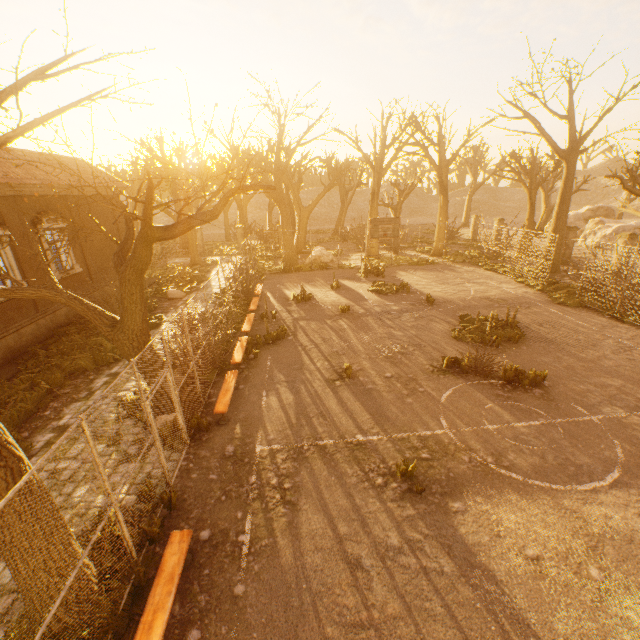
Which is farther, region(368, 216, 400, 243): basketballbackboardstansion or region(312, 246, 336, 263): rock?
region(312, 246, 336, 263): rock

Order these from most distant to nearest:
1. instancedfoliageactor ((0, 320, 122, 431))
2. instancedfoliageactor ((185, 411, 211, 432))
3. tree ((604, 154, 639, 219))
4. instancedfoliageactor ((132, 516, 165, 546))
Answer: tree ((604, 154, 639, 219))
instancedfoliageactor ((0, 320, 122, 431))
instancedfoliageactor ((185, 411, 211, 432))
instancedfoliageactor ((132, 516, 165, 546))

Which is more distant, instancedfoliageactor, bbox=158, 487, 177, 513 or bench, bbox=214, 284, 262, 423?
bench, bbox=214, 284, 262, 423

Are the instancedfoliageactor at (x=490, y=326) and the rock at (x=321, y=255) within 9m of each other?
no

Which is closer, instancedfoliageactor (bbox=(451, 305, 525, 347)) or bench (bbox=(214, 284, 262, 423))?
bench (bbox=(214, 284, 262, 423))

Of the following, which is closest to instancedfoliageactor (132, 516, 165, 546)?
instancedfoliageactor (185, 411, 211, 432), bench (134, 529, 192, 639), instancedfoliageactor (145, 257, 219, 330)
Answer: bench (134, 529, 192, 639)

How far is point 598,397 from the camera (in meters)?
8.64

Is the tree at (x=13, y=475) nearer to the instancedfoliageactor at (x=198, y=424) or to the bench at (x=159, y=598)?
the instancedfoliageactor at (x=198, y=424)
